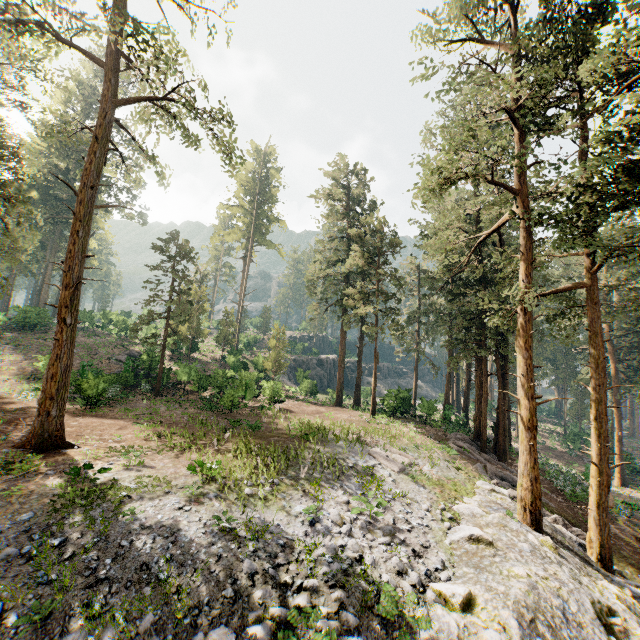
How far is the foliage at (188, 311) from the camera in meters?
26.5 m

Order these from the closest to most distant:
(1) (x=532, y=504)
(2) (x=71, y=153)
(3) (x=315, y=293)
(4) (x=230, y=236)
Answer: (1) (x=532, y=504)
(3) (x=315, y=293)
(2) (x=71, y=153)
(4) (x=230, y=236)

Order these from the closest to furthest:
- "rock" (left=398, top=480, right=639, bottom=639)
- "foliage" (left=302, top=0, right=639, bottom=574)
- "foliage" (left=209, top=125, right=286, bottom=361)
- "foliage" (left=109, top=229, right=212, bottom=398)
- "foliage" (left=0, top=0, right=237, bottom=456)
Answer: "rock" (left=398, top=480, right=639, bottom=639), "foliage" (left=0, top=0, right=237, bottom=456), "foliage" (left=302, top=0, right=639, bottom=574), "foliage" (left=209, top=125, right=286, bottom=361), "foliage" (left=109, top=229, right=212, bottom=398)

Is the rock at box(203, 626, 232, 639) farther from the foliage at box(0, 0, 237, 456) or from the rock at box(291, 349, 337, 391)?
the rock at box(291, 349, 337, 391)

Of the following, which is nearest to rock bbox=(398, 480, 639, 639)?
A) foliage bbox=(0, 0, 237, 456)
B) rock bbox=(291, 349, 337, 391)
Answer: foliage bbox=(0, 0, 237, 456)

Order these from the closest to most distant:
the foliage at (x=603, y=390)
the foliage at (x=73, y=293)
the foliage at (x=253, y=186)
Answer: the foliage at (x=73, y=293), the foliage at (x=603, y=390), the foliage at (x=253, y=186)
